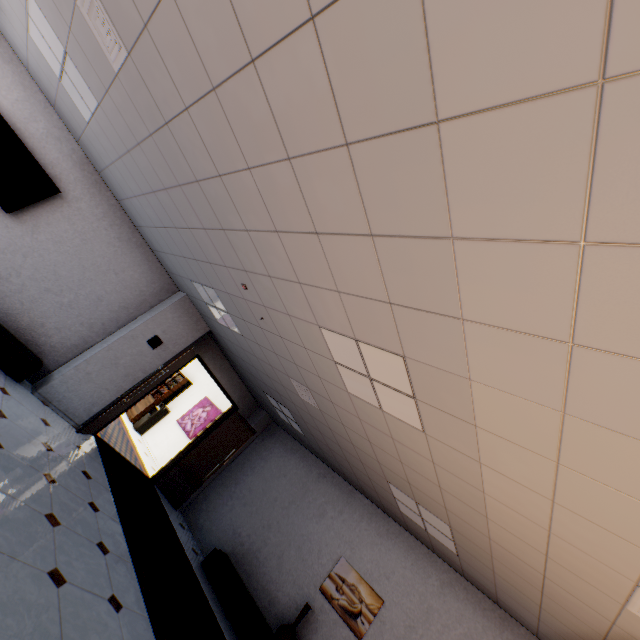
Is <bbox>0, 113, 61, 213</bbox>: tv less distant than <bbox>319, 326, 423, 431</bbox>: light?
No

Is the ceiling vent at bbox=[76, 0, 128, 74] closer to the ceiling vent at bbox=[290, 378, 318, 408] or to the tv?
the tv

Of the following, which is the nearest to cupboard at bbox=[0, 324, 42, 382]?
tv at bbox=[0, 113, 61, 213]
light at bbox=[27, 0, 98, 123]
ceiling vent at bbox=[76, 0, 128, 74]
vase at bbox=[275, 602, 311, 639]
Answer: tv at bbox=[0, 113, 61, 213]

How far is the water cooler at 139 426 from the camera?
10.4m

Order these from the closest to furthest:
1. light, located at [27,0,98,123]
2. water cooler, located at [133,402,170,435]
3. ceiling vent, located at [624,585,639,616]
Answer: ceiling vent, located at [624,585,639,616], light, located at [27,0,98,123], water cooler, located at [133,402,170,435]

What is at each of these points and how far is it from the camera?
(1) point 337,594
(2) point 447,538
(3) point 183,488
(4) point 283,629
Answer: (1) picture, 5.4 meters
(2) light, 4.4 meters
(3) door, 7.6 meters
(4) vase, 5.0 meters

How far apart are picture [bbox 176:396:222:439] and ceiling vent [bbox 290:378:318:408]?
5.7 meters

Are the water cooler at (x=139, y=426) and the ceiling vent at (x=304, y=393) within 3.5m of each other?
no
